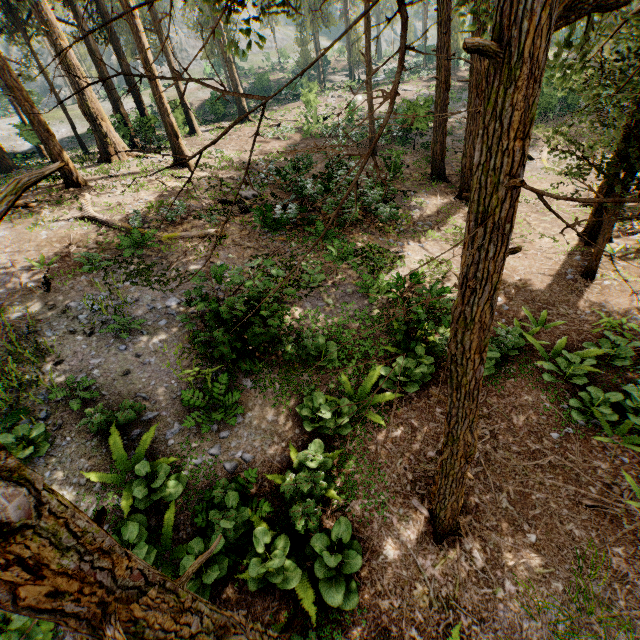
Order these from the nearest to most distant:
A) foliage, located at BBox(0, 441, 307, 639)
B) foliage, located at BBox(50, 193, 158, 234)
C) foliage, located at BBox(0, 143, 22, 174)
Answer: foliage, located at BBox(0, 441, 307, 639) → foliage, located at BBox(50, 193, 158, 234) → foliage, located at BBox(0, 143, 22, 174)

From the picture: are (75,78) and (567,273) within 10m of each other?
no

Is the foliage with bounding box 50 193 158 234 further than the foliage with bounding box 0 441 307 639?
Yes

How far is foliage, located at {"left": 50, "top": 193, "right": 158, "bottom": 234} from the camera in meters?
12.9 m

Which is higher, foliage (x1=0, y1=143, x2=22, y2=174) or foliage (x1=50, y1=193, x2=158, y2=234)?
foliage (x1=0, y1=143, x2=22, y2=174)

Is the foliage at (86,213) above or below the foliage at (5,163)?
below

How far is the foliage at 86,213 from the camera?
12.9 meters
